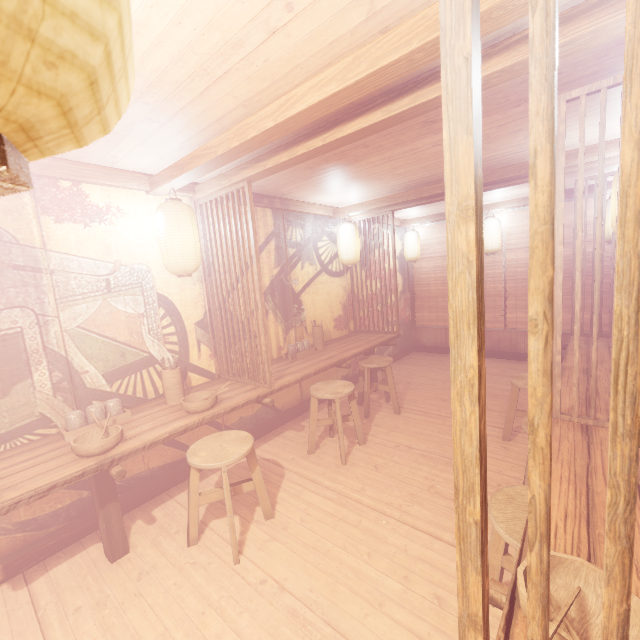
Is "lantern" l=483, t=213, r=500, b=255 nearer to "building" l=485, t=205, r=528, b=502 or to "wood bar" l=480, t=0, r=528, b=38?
"building" l=485, t=205, r=528, b=502

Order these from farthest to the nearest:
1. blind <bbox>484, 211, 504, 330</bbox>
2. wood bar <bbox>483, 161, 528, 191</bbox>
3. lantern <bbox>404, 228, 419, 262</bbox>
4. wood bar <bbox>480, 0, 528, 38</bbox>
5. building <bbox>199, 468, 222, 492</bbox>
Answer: lantern <bbox>404, 228, 419, 262</bbox> < blind <bbox>484, 211, 504, 330</bbox> < wood bar <bbox>483, 161, 528, 191</bbox> < building <bbox>199, 468, 222, 492</bbox> < wood bar <bbox>480, 0, 528, 38</bbox>

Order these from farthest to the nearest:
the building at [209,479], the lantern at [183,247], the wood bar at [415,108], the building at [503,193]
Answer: the building at [503,193] → the building at [209,479] → the lantern at [183,247] → the wood bar at [415,108]

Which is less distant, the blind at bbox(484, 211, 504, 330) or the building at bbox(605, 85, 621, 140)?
the building at bbox(605, 85, 621, 140)

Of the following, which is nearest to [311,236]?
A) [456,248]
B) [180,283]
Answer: [180,283]

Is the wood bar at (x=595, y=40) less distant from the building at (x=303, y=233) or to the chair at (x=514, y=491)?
the building at (x=303, y=233)

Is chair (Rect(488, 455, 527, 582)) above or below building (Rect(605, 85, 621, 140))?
below

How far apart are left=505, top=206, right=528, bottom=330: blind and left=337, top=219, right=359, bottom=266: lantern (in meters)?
4.72
